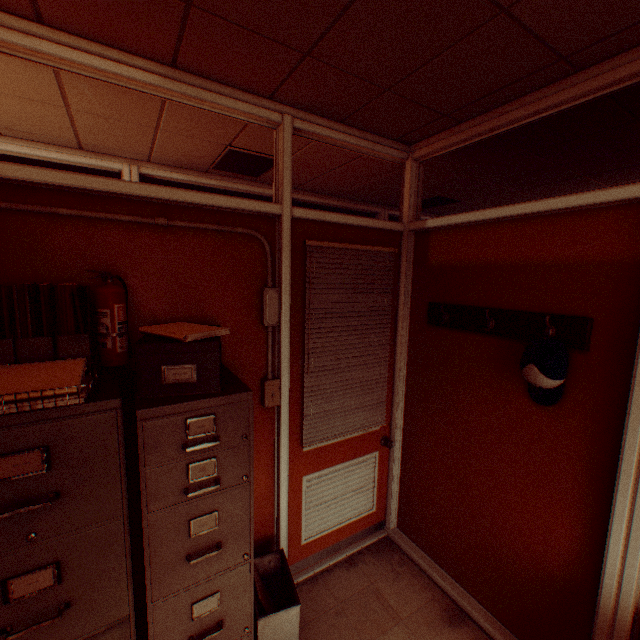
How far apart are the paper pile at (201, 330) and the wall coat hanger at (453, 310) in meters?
1.6 m

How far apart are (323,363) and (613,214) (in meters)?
1.90

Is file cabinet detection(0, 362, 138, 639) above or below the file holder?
below

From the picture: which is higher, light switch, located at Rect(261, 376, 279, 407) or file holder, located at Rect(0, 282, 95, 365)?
file holder, located at Rect(0, 282, 95, 365)

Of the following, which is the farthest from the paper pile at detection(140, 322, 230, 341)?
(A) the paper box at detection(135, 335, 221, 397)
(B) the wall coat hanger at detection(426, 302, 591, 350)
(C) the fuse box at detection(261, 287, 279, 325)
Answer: (B) the wall coat hanger at detection(426, 302, 591, 350)

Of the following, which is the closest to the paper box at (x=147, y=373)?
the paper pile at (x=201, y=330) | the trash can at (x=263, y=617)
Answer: the paper pile at (x=201, y=330)

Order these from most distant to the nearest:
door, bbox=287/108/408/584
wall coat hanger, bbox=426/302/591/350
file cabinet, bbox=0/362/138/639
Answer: door, bbox=287/108/408/584
wall coat hanger, bbox=426/302/591/350
file cabinet, bbox=0/362/138/639

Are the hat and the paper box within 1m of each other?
no
